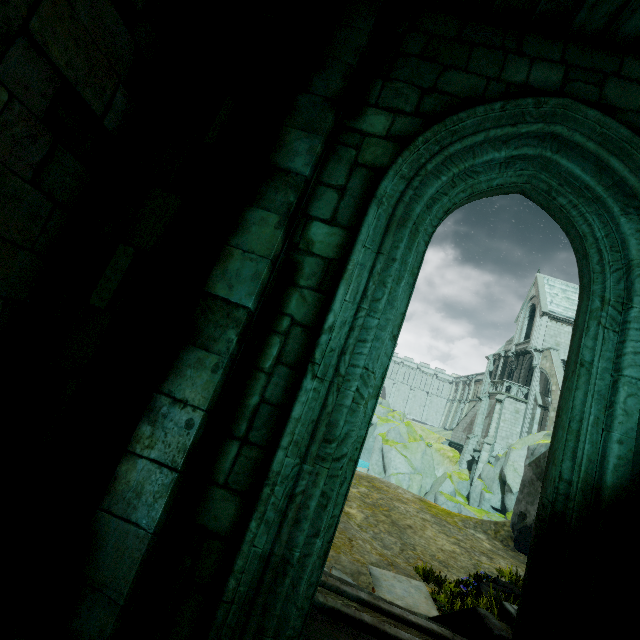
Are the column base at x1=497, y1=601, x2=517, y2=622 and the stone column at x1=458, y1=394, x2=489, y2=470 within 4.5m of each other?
no

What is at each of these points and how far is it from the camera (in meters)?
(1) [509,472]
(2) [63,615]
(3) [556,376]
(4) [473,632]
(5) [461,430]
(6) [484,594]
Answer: (1) rock, 26.12
(2) stone column, 1.70
(3) buttress, 29.88
(4) stair, 2.95
(5) building, 40.06
(6) plant, 6.04

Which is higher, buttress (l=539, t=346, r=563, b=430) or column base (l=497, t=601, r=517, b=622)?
buttress (l=539, t=346, r=563, b=430)

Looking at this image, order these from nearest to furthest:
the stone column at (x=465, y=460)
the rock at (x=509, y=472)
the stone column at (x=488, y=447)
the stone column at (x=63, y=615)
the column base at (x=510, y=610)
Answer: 1. the stone column at (x=63, y=615)
2. the column base at (x=510, y=610)
3. the rock at (x=509, y=472)
4. the stone column at (x=488, y=447)
5. the stone column at (x=465, y=460)

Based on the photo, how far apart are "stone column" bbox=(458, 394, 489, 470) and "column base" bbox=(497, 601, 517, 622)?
34.90m

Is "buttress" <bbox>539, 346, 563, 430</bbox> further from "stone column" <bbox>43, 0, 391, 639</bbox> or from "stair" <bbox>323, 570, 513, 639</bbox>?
"stone column" <bbox>43, 0, 391, 639</bbox>

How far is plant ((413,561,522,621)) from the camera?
5.3m

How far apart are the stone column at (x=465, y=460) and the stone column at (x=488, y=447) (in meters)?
2.05
